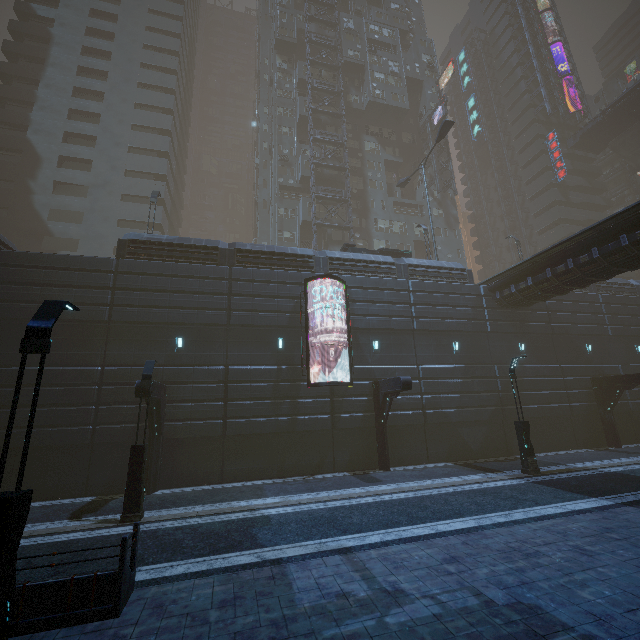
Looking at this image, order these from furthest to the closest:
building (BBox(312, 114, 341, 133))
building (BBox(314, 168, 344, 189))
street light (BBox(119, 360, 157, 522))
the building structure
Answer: building (BBox(312, 114, 341, 133)) → building (BBox(314, 168, 344, 189)) → the building structure → street light (BBox(119, 360, 157, 522))

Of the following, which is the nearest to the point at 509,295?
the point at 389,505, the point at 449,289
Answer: the point at 449,289

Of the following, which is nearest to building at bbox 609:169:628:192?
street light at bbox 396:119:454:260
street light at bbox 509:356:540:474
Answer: street light at bbox 396:119:454:260

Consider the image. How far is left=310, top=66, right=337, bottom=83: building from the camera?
42.7 meters

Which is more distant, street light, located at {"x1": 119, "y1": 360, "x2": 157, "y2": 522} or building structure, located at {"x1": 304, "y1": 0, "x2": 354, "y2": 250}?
building structure, located at {"x1": 304, "y1": 0, "x2": 354, "y2": 250}

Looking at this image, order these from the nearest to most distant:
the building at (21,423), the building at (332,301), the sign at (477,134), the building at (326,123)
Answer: the building at (21,423) < the building at (332,301) < the building at (326,123) < the sign at (477,134)

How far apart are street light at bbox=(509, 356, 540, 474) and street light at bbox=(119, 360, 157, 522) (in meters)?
16.77

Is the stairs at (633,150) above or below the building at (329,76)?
below
